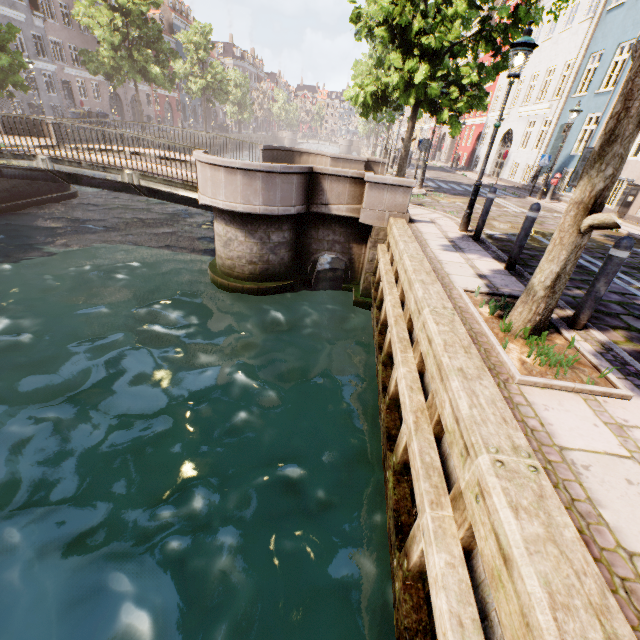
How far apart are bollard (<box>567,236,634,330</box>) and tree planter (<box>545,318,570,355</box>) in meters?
0.2 m

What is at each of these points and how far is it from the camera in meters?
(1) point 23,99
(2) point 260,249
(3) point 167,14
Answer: (1) building, 27.2
(2) bridge, 8.6
(3) building, 45.4

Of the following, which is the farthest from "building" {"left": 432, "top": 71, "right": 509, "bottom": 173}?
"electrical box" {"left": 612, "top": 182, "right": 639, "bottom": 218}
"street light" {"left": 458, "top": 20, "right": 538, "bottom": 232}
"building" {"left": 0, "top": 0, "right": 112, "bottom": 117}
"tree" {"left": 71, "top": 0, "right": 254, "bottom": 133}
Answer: "building" {"left": 0, "top": 0, "right": 112, "bottom": 117}

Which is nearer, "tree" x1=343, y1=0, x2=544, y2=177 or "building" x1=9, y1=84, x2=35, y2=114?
"tree" x1=343, y1=0, x2=544, y2=177

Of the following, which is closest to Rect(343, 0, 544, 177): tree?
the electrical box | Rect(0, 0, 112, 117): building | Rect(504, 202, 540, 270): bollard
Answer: Rect(504, 202, 540, 270): bollard

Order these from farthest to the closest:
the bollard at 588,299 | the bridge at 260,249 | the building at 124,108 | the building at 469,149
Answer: the building at 124,108 < the building at 469,149 < the bridge at 260,249 < the bollard at 588,299

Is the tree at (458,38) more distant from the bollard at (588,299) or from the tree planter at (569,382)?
the bollard at (588,299)

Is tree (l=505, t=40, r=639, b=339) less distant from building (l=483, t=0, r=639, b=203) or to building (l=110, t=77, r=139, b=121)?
building (l=110, t=77, r=139, b=121)
